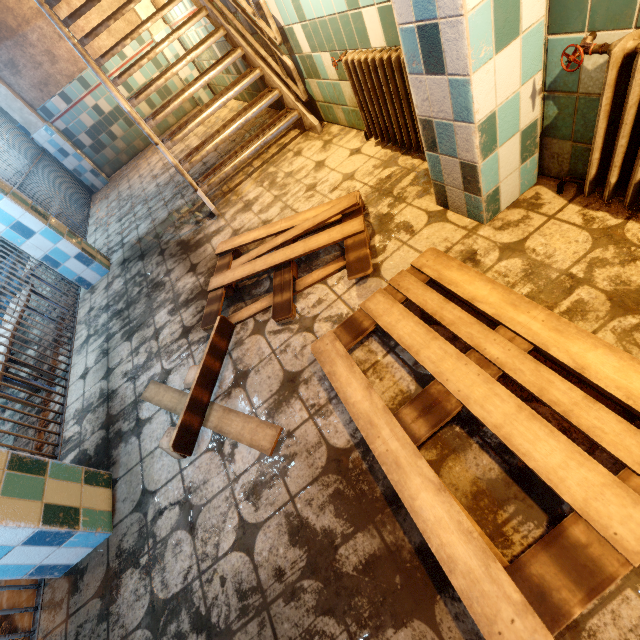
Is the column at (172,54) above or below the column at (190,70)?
above

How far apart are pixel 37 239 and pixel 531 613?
4.6 meters

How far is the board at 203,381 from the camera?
1.6 meters

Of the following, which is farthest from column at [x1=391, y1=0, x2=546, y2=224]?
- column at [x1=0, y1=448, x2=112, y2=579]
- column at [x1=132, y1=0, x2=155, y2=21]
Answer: column at [x1=132, y1=0, x2=155, y2=21]

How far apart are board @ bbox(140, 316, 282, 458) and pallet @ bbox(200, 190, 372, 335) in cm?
9

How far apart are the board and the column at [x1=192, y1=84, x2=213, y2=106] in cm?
694

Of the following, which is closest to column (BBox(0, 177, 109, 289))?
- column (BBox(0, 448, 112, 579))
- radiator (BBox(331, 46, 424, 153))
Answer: column (BBox(0, 448, 112, 579))

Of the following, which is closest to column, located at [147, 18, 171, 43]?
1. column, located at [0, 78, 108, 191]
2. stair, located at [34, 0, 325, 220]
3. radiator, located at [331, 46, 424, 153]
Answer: stair, located at [34, 0, 325, 220]
